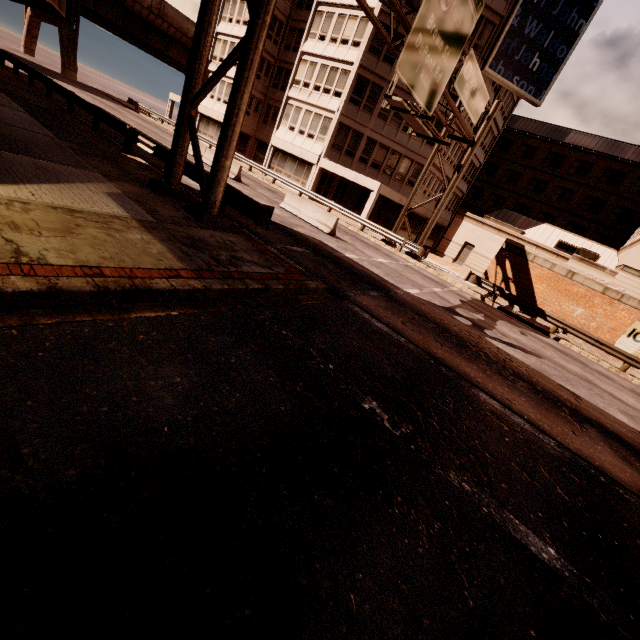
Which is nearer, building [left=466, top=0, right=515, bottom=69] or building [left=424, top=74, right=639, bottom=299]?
building [left=466, top=0, right=515, bottom=69]

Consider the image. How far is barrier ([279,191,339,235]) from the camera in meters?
17.2

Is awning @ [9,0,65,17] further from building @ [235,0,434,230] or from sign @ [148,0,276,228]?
building @ [235,0,434,230]

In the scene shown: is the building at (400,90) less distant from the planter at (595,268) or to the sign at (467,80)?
the sign at (467,80)

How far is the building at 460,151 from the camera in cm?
3148

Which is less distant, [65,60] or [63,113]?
[63,113]

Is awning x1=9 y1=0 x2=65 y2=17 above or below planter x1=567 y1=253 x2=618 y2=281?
below

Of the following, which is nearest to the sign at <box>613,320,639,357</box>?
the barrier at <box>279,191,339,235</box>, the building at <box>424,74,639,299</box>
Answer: the building at <box>424,74,639,299</box>
